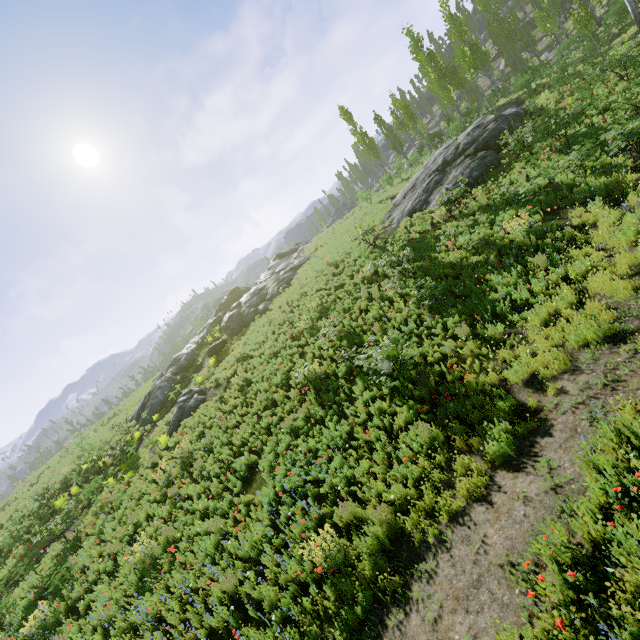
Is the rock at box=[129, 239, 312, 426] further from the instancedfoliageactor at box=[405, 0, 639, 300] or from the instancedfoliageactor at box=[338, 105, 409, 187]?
the instancedfoliageactor at box=[405, 0, 639, 300]

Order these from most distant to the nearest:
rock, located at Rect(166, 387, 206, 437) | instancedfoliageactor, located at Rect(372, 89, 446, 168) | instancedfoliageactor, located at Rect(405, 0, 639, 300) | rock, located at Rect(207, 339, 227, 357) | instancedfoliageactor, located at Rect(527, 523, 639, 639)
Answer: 1. instancedfoliageactor, located at Rect(372, 89, 446, 168)
2. rock, located at Rect(207, 339, 227, 357)
3. rock, located at Rect(166, 387, 206, 437)
4. instancedfoliageactor, located at Rect(405, 0, 639, 300)
5. instancedfoliageactor, located at Rect(527, 523, 639, 639)

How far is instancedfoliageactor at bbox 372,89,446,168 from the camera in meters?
31.9

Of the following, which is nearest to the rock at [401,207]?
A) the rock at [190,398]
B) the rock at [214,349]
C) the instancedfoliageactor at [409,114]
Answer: the instancedfoliageactor at [409,114]

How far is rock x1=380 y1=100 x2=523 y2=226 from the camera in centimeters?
1753cm

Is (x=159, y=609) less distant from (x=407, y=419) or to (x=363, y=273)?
(x=407, y=419)

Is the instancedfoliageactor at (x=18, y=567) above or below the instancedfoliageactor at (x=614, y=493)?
above

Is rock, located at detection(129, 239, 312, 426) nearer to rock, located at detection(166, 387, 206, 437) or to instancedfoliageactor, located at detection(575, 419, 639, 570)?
instancedfoliageactor, located at detection(575, 419, 639, 570)
